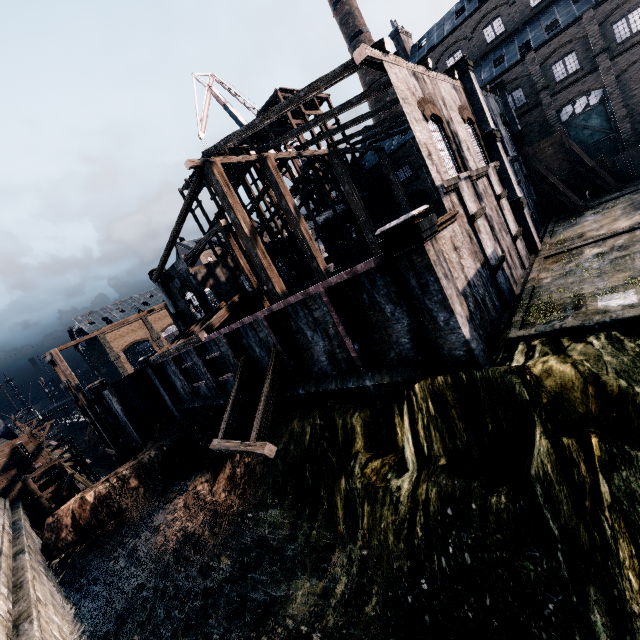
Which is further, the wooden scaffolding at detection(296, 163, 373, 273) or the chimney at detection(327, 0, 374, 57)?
the chimney at detection(327, 0, 374, 57)

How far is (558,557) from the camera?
8.0 meters

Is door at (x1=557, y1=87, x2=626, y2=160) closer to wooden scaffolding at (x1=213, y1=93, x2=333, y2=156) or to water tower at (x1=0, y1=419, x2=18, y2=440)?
wooden scaffolding at (x1=213, y1=93, x2=333, y2=156)

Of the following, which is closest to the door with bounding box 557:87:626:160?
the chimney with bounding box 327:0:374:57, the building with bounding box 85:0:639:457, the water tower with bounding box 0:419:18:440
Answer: the building with bounding box 85:0:639:457

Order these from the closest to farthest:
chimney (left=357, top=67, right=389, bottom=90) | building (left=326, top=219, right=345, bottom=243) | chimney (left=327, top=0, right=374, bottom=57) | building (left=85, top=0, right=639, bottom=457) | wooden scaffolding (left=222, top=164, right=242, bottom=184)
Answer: building (left=85, top=0, right=639, bottom=457) < wooden scaffolding (left=222, top=164, right=242, bottom=184) < building (left=326, top=219, right=345, bottom=243) < chimney (left=327, top=0, right=374, bottom=57) < chimney (left=357, top=67, right=389, bottom=90)

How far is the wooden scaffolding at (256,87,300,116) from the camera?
31.0m

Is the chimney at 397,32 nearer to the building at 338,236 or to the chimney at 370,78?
the building at 338,236

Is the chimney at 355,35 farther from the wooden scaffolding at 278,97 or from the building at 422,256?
the wooden scaffolding at 278,97
